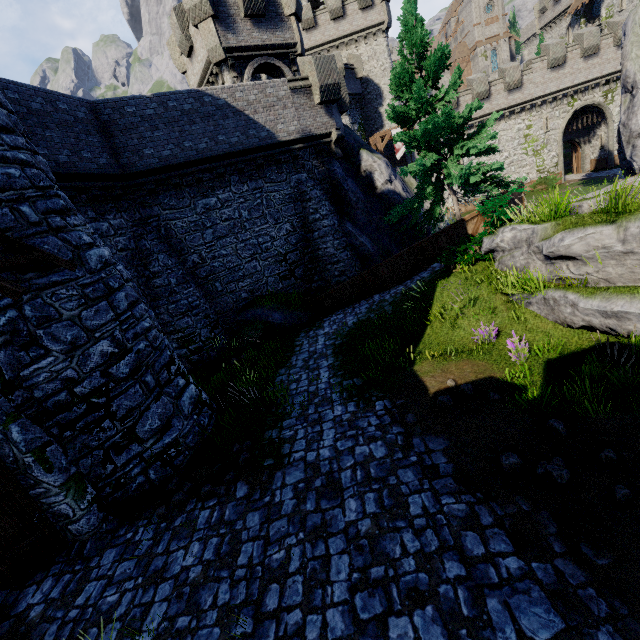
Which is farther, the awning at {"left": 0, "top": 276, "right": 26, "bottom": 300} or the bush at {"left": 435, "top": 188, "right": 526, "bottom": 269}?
the bush at {"left": 435, "top": 188, "right": 526, "bottom": 269}

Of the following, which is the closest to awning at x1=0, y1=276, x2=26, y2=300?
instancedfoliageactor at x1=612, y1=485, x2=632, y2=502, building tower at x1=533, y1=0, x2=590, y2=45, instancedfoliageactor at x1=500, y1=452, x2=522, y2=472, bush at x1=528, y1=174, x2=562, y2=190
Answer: instancedfoliageactor at x1=500, y1=452, x2=522, y2=472

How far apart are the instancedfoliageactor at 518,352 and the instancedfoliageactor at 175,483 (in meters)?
7.92

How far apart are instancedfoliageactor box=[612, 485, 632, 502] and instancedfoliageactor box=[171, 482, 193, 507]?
7.1 meters

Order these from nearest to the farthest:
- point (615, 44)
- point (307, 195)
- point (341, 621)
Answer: point (341, 621)
point (307, 195)
point (615, 44)

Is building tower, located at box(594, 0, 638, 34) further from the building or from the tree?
the building

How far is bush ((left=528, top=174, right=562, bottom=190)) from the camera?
31.0m

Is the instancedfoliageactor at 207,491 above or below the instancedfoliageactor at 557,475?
above
